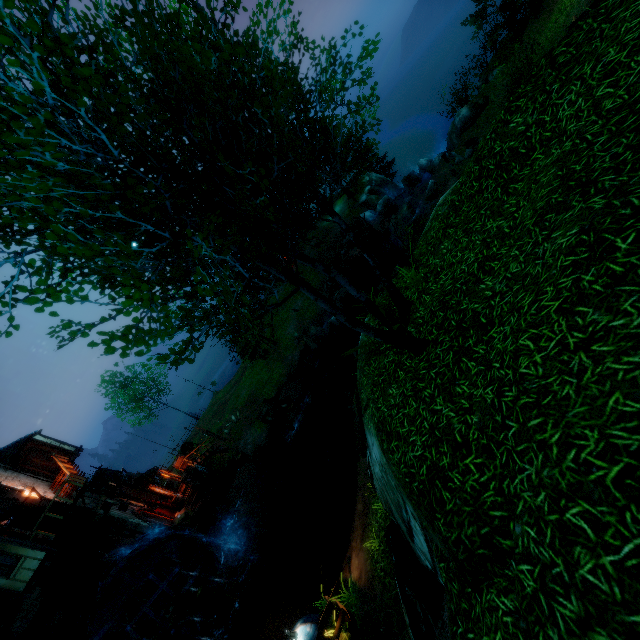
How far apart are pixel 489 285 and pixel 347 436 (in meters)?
14.38

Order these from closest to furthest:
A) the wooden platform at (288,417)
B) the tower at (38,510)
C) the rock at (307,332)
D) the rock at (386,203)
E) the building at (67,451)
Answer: A: the tower at (38,510), the rock at (386,203), the building at (67,451), the wooden platform at (288,417), the rock at (307,332)

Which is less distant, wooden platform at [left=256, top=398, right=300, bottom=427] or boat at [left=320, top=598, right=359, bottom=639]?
boat at [left=320, top=598, right=359, bottom=639]

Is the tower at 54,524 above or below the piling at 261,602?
above

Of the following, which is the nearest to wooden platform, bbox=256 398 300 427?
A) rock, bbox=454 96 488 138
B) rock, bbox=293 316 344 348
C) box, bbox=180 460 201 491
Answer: rock, bbox=293 316 344 348

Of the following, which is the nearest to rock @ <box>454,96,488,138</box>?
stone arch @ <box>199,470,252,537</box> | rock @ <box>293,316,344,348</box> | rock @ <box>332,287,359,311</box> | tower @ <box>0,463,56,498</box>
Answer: rock @ <box>332,287,359,311</box>

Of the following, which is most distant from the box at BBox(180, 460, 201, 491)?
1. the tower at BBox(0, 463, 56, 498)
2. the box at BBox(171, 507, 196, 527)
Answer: the tower at BBox(0, 463, 56, 498)

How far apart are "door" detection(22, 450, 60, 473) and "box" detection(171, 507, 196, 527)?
8.2m
